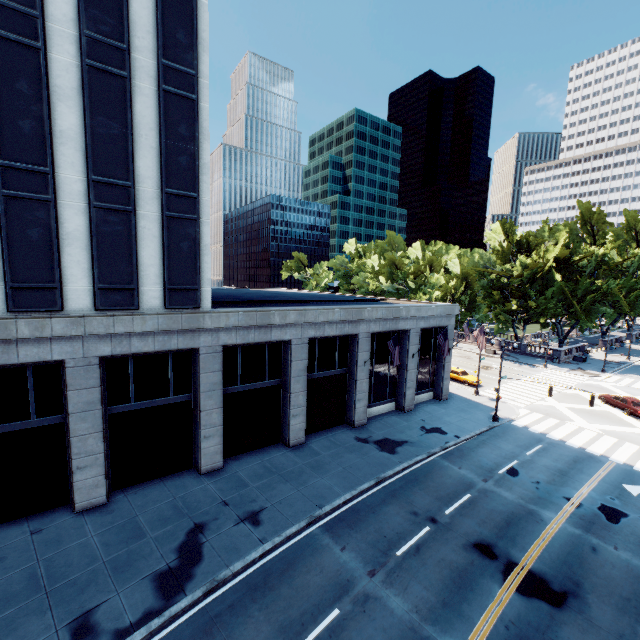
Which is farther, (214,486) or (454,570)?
(214,486)

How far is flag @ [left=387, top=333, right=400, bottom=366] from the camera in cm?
2272

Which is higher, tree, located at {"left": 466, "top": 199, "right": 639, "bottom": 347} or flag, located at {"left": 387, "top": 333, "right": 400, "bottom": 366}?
tree, located at {"left": 466, "top": 199, "right": 639, "bottom": 347}

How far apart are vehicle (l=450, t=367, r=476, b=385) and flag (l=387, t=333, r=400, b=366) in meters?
18.8

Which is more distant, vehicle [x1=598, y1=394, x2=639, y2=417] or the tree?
the tree

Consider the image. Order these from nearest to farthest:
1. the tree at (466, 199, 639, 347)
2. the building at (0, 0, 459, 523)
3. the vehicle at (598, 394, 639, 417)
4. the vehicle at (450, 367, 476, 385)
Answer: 1. the building at (0, 0, 459, 523)
2. the vehicle at (598, 394, 639, 417)
3. the vehicle at (450, 367, 476, 385)
4. the tree at (466, 199, 639, 347)

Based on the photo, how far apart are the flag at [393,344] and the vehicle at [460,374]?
18.8m

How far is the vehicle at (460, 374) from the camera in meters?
37.8
